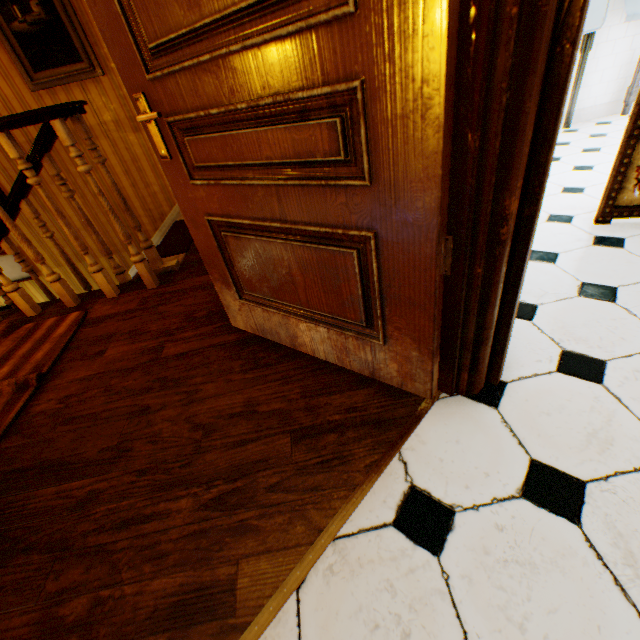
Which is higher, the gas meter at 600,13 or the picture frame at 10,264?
the gas meter at 600,13

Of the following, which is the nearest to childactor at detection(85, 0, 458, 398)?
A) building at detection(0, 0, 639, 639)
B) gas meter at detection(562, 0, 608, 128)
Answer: building at detection(0, 0, 639, 639)

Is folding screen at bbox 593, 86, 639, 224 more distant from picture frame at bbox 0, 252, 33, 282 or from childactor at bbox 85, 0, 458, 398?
picture frame at bbox 0, 252, 33, 282

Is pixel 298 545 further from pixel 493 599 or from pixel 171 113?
pixel 171 113

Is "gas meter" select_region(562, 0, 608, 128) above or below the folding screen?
above

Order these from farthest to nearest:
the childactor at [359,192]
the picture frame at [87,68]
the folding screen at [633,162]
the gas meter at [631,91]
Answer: the gas meter at [631,91] < the picture frame at [87,68] < the folding screen at [633,162] < the childactor at [359,192]

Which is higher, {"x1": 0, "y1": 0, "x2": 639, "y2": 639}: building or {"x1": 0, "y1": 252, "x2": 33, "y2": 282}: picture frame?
{"x1": 0, "y1": 0, "x2": 639, "y2": 639}: building

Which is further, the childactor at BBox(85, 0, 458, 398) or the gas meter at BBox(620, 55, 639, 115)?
the gas meter at BBox(620, 55, 639, 115)
